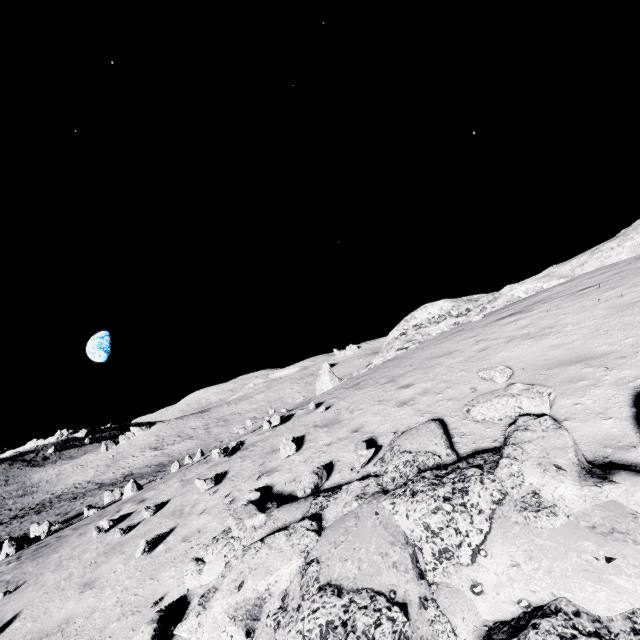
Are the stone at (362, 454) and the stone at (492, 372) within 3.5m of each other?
yes

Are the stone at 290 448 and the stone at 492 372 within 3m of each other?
no

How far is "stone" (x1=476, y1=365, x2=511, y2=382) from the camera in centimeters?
639cm

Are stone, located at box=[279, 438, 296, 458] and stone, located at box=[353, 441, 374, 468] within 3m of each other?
yes

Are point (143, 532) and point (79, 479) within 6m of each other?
no

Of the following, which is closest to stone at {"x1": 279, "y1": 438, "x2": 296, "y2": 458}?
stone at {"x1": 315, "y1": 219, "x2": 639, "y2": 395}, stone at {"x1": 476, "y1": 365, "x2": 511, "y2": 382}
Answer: stone at {"x1": 476, "y1": 365, "x2": 511, "y2": 382}

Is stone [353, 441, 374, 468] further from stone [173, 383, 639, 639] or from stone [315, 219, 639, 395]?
stone [315, 219, 639, 395]

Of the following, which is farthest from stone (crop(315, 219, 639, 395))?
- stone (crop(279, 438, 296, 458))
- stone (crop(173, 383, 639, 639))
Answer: stone (crop(279, 438, 296, 458))
